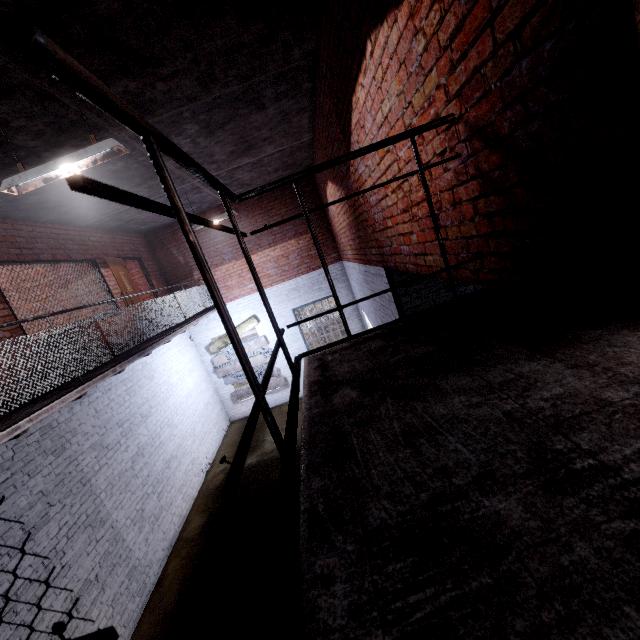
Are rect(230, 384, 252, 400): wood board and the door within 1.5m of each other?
no

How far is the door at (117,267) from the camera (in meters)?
7.76

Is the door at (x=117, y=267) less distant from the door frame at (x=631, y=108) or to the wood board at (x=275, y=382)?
the wood board at (x=275, y=382)

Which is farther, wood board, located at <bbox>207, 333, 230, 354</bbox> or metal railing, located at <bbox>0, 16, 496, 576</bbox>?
wood board, located at <bbox>207, 333, 230, 354</bbox>

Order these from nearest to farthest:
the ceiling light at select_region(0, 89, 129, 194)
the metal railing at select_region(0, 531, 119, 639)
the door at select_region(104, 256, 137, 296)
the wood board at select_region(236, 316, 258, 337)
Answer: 1. the metal railing at select_region(0, 531, 119, 639)
2. the ceiling light at select_region(0, 89, 129, 194)
3. the door at select_region(104, 256, 137, 296)
4. the wood board at select_region(236, 316, 258, 337)

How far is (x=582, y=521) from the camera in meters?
0.6 m

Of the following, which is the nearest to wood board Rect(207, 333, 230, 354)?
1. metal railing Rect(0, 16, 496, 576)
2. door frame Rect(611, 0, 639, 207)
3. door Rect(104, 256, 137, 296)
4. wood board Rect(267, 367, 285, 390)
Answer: wood board Rect(267, 367, 285, 390)
